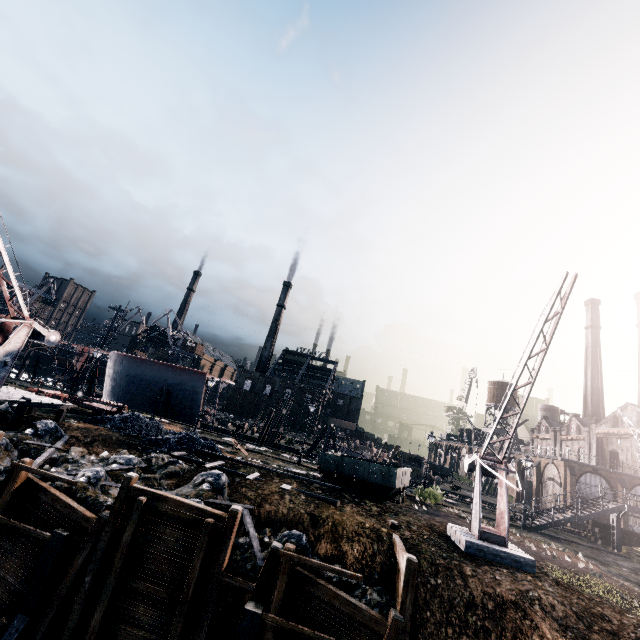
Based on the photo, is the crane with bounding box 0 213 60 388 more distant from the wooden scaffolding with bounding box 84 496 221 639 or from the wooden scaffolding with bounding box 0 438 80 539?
the wooden scaffolding with bounding box 84 496 221 639

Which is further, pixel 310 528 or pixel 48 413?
pixel 48 413

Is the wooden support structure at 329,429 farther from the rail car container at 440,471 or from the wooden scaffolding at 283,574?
the wooden scaffolding at 283,574

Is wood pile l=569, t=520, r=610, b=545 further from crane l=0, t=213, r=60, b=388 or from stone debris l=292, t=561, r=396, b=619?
crane l=0, t=213, r=60, b=388

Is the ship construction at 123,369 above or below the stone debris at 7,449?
above

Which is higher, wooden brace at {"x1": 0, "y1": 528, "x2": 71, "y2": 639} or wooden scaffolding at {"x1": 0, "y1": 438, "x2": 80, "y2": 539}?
wooden scaffolding at {"x1": 0, "y1": 438, "x2": 80, "y2": 539}

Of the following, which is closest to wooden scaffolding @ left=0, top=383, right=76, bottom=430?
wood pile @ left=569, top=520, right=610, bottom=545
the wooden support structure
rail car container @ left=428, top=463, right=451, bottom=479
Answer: the wooden support structure

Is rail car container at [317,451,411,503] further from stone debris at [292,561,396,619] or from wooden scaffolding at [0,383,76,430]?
wooden scaffolding at [0,383,76,430]
